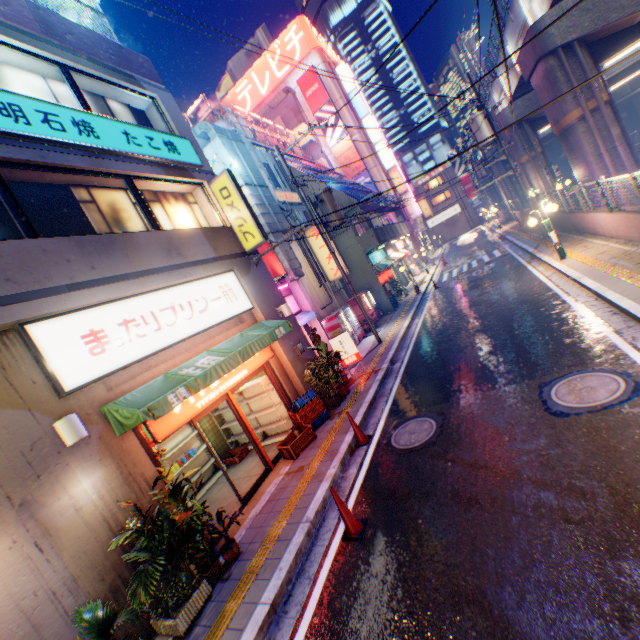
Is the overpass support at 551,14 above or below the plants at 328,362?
above

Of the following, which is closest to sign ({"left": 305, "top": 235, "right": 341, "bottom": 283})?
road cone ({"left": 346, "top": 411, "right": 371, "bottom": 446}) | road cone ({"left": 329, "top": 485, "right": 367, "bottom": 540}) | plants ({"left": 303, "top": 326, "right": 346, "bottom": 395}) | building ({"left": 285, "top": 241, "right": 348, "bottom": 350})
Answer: building ({"left": 285, "top": 241, "right": 348, "bottom": 350})

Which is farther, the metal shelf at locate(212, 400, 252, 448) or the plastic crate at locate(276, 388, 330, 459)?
the metal shelf at locate(212, 400, 252, 448)

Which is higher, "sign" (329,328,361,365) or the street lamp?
the street lamp

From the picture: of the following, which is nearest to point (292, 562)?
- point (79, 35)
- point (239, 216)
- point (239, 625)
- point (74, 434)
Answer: point (239, 625)

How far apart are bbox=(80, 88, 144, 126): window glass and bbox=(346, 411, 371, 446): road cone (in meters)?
9.49

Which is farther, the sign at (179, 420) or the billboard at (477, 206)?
the billboard at (477, 206)

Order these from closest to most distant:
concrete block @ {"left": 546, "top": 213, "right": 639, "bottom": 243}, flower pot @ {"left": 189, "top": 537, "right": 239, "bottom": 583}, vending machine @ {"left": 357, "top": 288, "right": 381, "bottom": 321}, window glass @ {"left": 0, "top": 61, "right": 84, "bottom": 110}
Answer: flower pot @ {"left": 189, "top": 537, "right": 239, "bottom": 583} < window glass @ {"left": 0, "top": 61, "right": 84, "bottom": 110} < concrete block @ {"left": 546, "top": 213, "right": 639, "bottom": 243} < vending machine @ {"left": 357, "top": 288, "right": 381, "bottom": 321}
